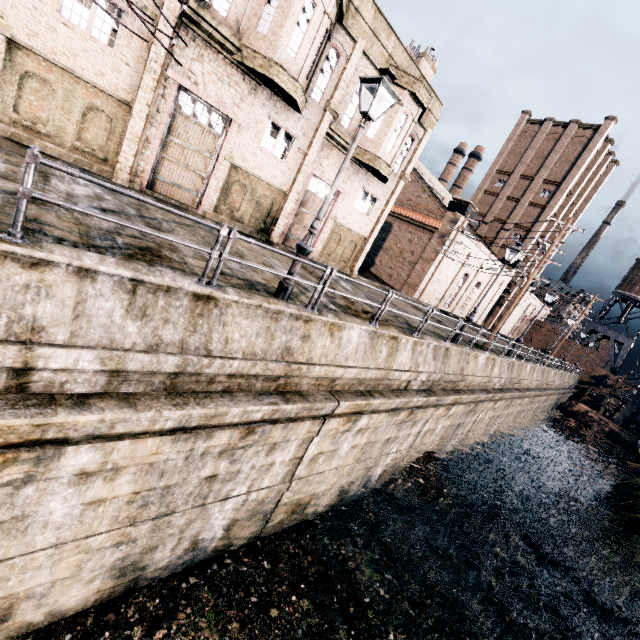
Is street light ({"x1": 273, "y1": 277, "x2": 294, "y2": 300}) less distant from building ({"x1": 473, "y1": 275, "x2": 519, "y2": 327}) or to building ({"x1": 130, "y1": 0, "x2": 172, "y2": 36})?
building ({"x1": 130, "y1": 0, "x2": 172, "y2": 36})

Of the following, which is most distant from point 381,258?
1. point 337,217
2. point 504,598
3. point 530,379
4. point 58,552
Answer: point 58,552

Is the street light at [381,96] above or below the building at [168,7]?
below

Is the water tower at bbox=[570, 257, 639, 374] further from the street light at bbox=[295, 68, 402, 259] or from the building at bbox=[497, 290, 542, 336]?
the street light at bbox=[295, 68, 402, 259]

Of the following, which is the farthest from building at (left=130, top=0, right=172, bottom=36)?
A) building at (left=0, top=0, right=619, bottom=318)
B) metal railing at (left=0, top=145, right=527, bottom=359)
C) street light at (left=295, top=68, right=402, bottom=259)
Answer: metal railing at (left=0, top=145, right=527, bottom=359)

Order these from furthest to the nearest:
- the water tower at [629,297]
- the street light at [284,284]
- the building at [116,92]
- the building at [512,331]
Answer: the water tower at [629,297], the building at [512,331], the building at [116,92], the street light at [284,284]

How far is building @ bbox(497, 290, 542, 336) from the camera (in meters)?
52.94
